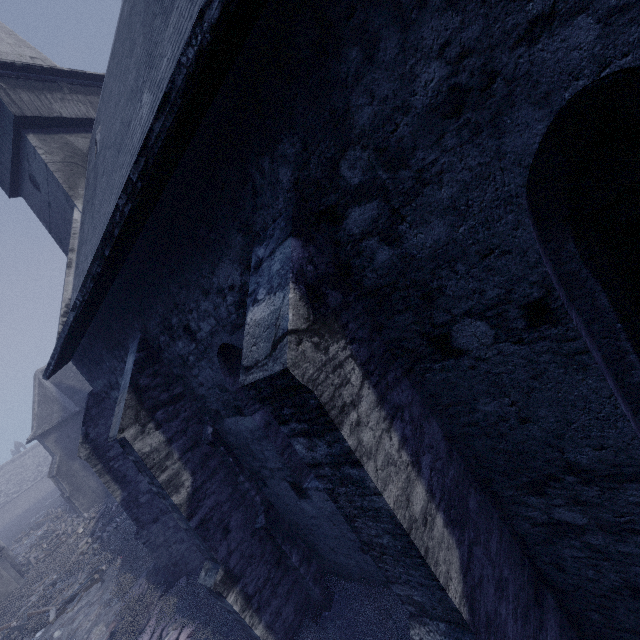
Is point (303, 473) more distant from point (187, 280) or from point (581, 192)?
point (581, 192)

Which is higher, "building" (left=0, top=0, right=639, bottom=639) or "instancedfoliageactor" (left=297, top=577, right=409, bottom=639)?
"building" (left=0, top=0, right=639, bottom=639)

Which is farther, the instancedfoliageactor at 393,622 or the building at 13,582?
the building at 13,582

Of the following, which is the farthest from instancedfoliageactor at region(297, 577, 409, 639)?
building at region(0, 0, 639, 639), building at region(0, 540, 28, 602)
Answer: building at region(0, 540, 28, 602)

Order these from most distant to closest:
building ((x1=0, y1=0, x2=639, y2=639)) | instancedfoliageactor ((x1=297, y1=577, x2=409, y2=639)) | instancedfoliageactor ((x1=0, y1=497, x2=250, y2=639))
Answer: instancedfoliageactor ((x1=0, y1=497, x2=250, y2=639)), instancedfoliageactor ((x1=297, y1=577, x2=409, y2=639)), building ((x1=0, y1=0, x2=639, y2=639))

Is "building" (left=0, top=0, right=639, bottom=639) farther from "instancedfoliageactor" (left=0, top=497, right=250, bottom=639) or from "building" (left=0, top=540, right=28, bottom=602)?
"building" (left=0, top=540, right=28, bottom=602)

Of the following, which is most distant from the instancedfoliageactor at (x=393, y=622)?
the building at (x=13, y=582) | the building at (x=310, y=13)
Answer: the building at (x=13, y=582)

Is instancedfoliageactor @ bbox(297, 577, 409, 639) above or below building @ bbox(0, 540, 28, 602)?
below
